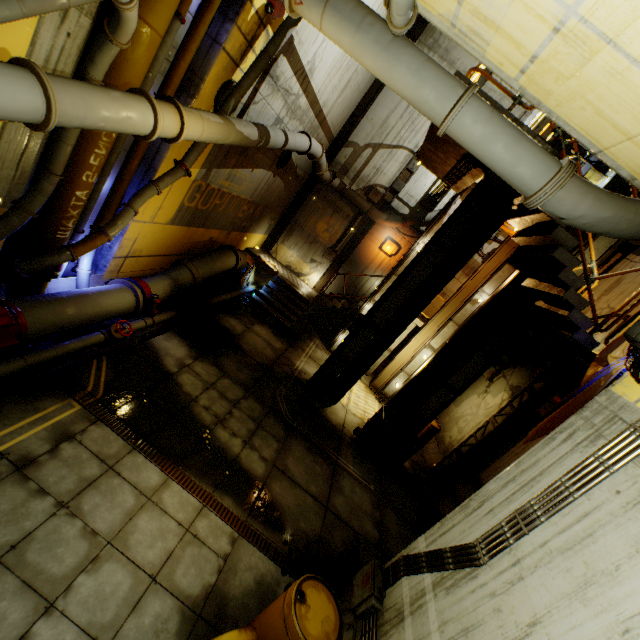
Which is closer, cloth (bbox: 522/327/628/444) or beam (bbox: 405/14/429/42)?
cloth (bbox: 522/327/628/444)

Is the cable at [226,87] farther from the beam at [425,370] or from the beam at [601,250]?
the beam at [425,370]

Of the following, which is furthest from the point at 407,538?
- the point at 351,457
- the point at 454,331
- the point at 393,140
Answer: the point at 393,140

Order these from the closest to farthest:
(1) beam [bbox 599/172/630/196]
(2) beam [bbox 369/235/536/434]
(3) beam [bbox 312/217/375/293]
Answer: (1) beam [bbox 599/172/630/196], (2) beam [bbox 369/235/536/434], (3) beam [bbox 312/217/375/293]

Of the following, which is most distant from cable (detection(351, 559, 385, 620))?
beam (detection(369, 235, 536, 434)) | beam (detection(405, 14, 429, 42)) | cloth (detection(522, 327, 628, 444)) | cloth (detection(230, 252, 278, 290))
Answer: beam (detection(405, 14, 429, 42))

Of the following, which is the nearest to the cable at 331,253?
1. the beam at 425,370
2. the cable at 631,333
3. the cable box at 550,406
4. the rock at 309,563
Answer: the beam at 425,370

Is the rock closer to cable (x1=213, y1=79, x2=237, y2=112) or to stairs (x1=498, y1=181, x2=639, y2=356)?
stairs (x1=498, y1=181, x2=639, y2=356)

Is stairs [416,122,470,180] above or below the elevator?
below
